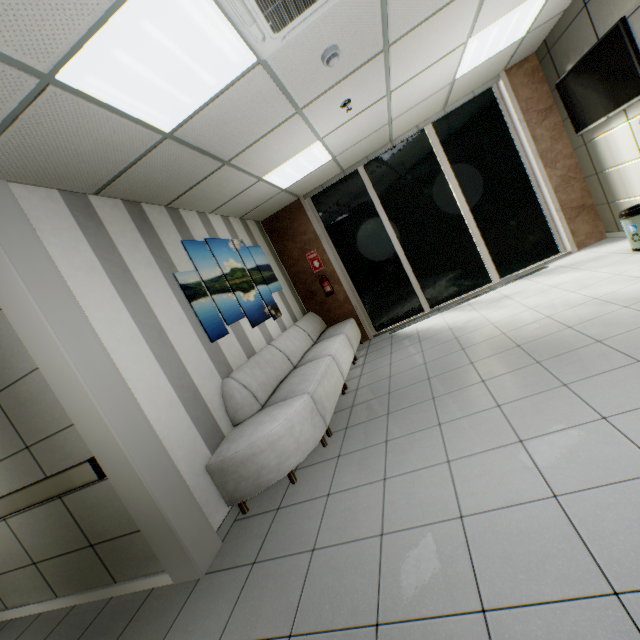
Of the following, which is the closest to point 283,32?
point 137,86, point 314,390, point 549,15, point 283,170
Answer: point 137,86

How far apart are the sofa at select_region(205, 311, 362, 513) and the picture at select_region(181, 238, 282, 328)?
0.26m

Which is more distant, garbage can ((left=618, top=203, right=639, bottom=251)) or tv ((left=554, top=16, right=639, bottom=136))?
garbage can ((left=618, top=203, right=639, bottom=251))

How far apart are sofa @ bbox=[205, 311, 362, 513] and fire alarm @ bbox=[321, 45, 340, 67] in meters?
3.1

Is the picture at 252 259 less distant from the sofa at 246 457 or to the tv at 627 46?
the sofa at 246 457

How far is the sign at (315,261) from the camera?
6.7m

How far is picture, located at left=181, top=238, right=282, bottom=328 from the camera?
4.2 meters
